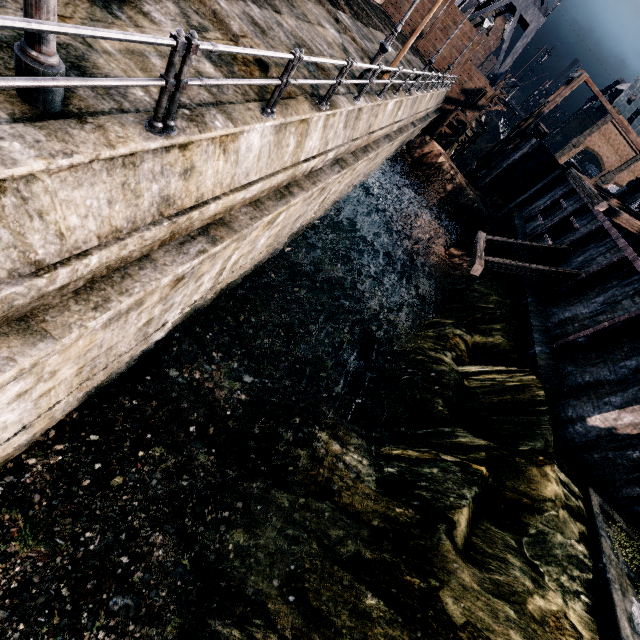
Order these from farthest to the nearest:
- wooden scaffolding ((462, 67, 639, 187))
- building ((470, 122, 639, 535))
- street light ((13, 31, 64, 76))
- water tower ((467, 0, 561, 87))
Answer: water tower ((467, 0, 561, 87))
wooden scaffolding ((462, 67, 639, 187))
building ((470, 122, 639, 535))
street light ((13, 31, 64, 76))

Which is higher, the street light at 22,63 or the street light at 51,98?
the street light at 22,63

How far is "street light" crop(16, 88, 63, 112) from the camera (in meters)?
3.59

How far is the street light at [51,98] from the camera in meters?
3.6 m

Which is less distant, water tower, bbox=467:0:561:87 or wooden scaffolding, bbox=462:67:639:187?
wooden scaffolding, bbox=462:67:639:187

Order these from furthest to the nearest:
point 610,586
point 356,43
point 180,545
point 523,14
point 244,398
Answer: point 523,14 → point 356,43 → point 244,398 → point 610,586 → point 180,545

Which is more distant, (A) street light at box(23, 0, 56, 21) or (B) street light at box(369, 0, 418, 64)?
(B) street light at box(369, 0, 418, 64)
